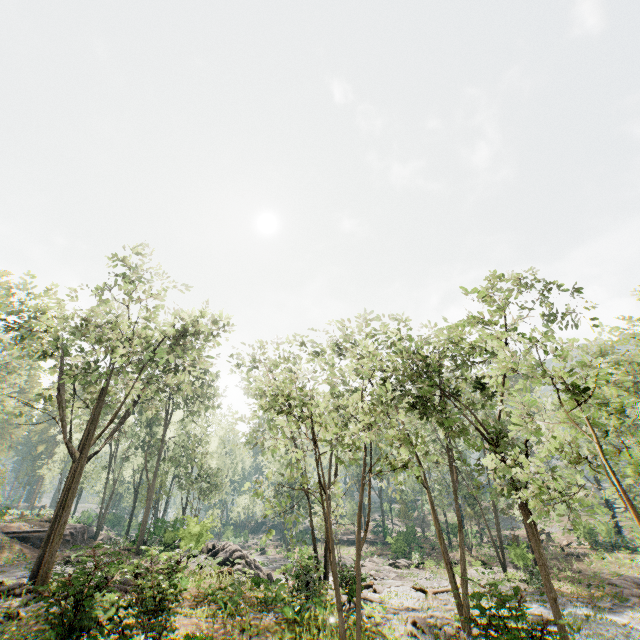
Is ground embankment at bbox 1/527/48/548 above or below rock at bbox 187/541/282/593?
above

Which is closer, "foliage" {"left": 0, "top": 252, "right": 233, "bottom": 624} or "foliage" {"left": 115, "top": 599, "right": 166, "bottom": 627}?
"foliage" {"left": 115, "top": 599, "right": 166, "bottom": 627}

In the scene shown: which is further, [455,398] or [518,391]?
[518,391]

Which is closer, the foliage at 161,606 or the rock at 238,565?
the foliage at 161,606

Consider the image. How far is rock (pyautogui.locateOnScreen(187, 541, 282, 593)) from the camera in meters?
17.4 m

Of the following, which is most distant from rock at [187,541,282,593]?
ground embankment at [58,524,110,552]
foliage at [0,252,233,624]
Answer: ground embankment at [58,524,110,552]

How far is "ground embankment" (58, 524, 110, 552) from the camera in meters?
29.8 m

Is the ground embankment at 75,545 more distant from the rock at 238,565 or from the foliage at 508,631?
the rock at 238,565
